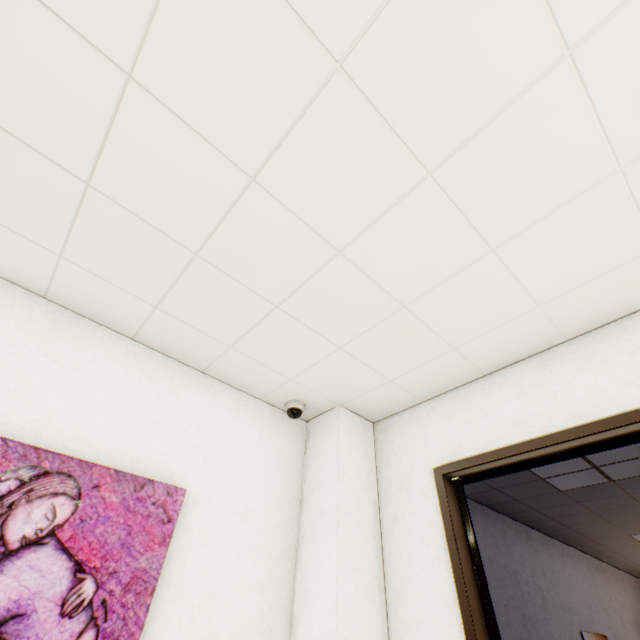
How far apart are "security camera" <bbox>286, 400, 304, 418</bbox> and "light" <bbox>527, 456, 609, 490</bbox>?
2.32m

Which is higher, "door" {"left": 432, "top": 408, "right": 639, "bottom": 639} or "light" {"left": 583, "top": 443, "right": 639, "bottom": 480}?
"light" {"left": 583, "top": 443, "right": 639, "bottom": 480}

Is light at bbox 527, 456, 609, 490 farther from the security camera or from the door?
the security camera

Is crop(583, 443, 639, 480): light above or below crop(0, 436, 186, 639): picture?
above

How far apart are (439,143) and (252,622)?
2.5 meters

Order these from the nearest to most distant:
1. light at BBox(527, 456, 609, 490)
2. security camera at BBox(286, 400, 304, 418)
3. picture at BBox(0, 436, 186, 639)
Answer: picture at BBox(0, 436, 186, 639) → security camera at BBox(286, 400, 304, 418) → light at BBox(527, 456, 609, 490)

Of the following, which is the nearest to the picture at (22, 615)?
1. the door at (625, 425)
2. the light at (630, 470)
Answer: the door at (625, 425)
